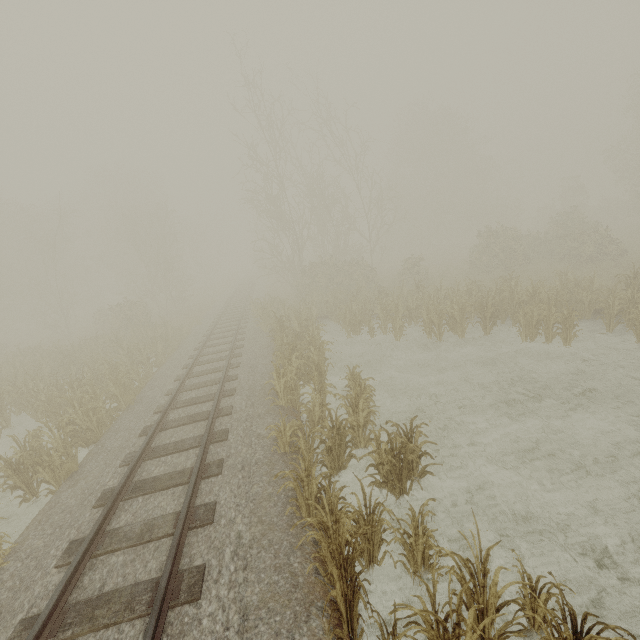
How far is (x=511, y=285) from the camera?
14.3m
